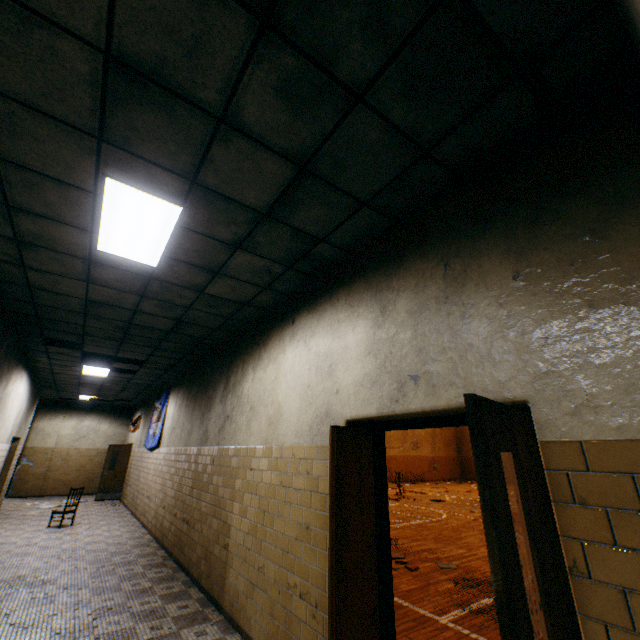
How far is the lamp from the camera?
2.8 meters

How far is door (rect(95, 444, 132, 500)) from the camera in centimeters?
1291cm

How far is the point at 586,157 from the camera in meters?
1.9

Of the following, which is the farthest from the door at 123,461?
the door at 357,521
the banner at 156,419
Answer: the door at 357,521

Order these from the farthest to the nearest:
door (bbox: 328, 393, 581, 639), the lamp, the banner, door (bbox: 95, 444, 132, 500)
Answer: door (bbox: 95, 444, 132, 500) → the banner → the lamp → door (bbox: 328, 393, 581, 639)

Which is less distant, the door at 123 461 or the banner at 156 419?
the banner at 156 419

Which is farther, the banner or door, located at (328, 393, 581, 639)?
the banner

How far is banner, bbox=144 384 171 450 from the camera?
9.8m
